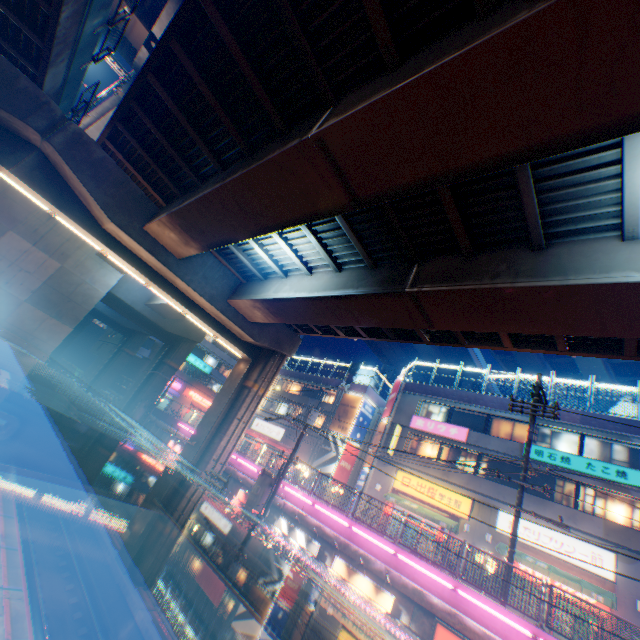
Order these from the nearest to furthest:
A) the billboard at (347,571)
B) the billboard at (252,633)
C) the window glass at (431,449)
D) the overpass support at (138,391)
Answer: the billboard at (347,571) → the billboard at (252,633) → the window glass at (431,449) → the overpass support at (138,391)

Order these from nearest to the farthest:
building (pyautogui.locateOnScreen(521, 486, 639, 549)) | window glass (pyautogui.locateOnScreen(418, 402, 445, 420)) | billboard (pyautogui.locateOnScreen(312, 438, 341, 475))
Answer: building (pyautogui.locateOnScreen(521, 486, 639, 549))
window glass (pyautogui.locateOnScreen(418, 402, 445, 420))
billboard (pyautogui.locateOnScreen(312, 438, 341, 475))

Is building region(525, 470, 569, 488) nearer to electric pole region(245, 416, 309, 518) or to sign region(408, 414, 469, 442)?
sign region(408, 414, 469, 442)

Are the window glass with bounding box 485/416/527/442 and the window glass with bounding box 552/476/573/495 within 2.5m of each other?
yes

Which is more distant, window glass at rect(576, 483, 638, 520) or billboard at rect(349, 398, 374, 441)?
billboard at rect(349, 398, 374, 441)

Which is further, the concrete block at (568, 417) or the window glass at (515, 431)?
the window glass at (515, 431)

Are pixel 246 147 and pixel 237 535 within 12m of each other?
yes

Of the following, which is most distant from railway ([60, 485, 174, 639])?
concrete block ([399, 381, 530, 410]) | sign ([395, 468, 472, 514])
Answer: concrete block ([399, 381, 530, 410])
